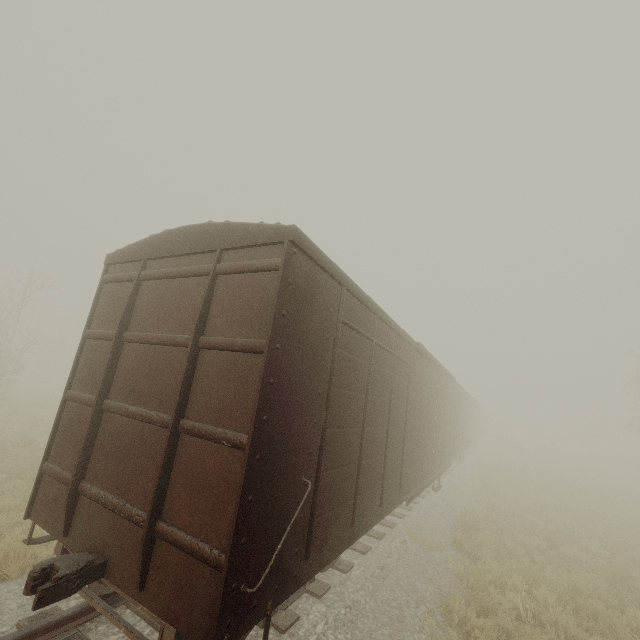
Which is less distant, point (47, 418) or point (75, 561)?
point (75, 561)

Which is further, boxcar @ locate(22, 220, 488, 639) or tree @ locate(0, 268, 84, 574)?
tree @ locate(0, 268, 84, 574)

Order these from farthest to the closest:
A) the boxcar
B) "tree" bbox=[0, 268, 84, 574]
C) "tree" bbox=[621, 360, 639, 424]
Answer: "tree" bbox=[621, 360, 639, 424] < "tree" bbox=[0, 268, 84, 574] < the boxcar

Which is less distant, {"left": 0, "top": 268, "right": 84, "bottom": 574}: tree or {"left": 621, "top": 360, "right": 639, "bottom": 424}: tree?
{"left": 0, "top": 268, "right": 84, "bottom": 574}: tree

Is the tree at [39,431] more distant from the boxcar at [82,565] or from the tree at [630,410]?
the tree at [630,410]

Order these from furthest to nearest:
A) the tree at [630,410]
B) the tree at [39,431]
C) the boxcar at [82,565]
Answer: the tree at [630,410] < the tree at [39,431] < the boxcar at [82,565]

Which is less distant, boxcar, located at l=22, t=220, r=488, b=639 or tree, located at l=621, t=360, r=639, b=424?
boxcar, located at l=22, t=220, r=488, b=639

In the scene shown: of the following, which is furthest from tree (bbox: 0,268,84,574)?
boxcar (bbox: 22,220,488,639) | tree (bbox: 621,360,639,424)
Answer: tree (bbox: 621,360,639,424)
